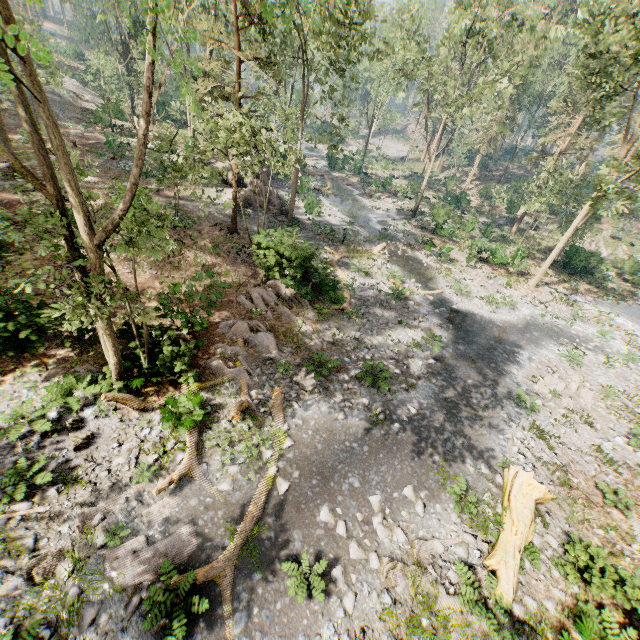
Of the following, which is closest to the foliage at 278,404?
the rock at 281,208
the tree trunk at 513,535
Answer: the tree trunk at 513,535

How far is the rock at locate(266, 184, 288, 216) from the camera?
27.4 meters

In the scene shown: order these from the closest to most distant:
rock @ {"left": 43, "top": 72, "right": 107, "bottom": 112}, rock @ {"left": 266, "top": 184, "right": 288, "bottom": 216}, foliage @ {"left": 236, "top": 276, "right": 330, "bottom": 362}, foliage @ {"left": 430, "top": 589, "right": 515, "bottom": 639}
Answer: foliage @ {"left": 430, "top": 589, "right": 515, "bottom": 639}
foliage @ {"left": 236, "top": 276, "right": 330, "bottom": 362}
rock @ {"left": 266, "top": 184, "right": 288, "bottom": 216}
rock @ {"left": 43, "top": 72, "right": 107, "bottom": 112}

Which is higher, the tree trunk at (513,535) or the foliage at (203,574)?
the tree trunk at (513,535)

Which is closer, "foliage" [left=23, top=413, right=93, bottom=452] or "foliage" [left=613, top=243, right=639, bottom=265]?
"foliage" [left=23, top=413, right=93, bottom=452]

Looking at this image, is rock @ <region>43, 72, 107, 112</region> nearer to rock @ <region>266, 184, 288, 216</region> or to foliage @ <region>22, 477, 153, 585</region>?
foliage @ <region>22, 477, 153, 585</region>

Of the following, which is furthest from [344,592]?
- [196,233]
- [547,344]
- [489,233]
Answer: [489,233]
